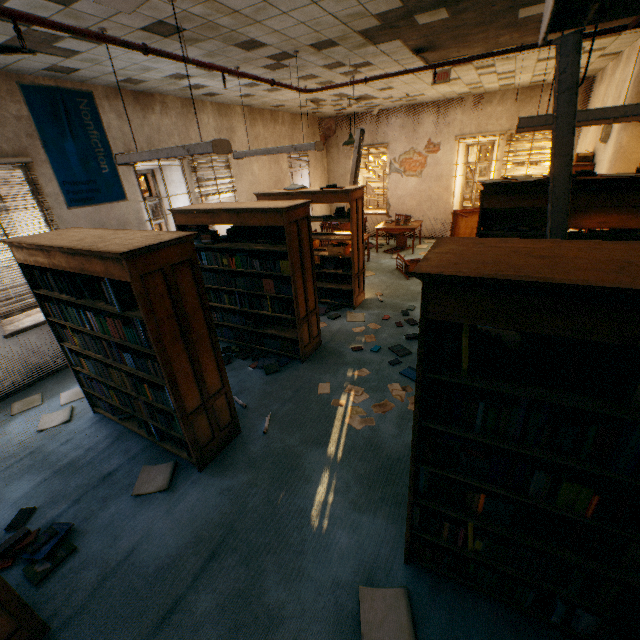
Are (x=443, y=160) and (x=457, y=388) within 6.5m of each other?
no

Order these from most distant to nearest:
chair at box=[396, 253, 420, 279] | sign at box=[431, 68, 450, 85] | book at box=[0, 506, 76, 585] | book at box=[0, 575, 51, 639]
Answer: chair at box=[396, 253, 420, 279]
sign at box=[431, 68, 450, 85]
book at box=[0, 506, 76, 585]
book at box=[0, 575, 51, 639]

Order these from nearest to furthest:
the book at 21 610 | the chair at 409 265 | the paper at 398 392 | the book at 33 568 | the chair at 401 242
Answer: the book at 21 610 → the book at 33 568 → the paper at 398 392 → the chair at 409 265 → the chair at 401 242

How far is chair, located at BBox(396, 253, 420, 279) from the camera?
7.7m

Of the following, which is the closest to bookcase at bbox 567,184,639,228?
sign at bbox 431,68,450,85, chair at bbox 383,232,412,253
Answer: sign at bbox 431,68,450,85

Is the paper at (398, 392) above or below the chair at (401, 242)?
below

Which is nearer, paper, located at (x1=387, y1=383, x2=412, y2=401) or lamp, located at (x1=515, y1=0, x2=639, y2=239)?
lamp, located at (x1=515, y1=0, x2=639, y2=239)

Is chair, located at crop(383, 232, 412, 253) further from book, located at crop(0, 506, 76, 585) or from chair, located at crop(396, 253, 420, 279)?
book, located at crop(0, 506, 76, 585)
